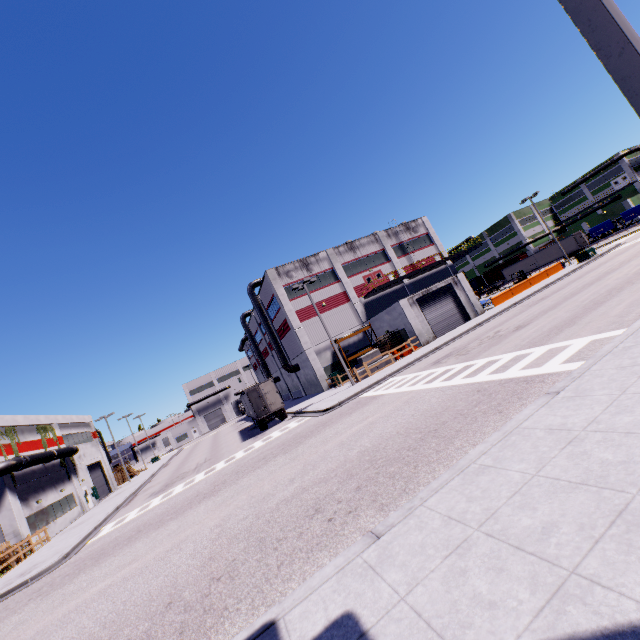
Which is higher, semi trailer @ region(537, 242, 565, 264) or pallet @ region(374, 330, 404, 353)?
semi trailer @ region(537, 242, 565, 264)

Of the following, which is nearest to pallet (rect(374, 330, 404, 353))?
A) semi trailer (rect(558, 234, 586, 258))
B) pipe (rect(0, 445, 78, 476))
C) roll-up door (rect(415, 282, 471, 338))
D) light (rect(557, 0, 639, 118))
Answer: roll-up door (rect(415, 282, 471, 338))

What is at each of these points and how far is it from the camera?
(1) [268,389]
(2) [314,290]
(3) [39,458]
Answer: (1) semi trailer door, 28.92m
(2) building, 37.38m
(3) pipe, 27.58m

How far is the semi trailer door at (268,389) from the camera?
27.99m

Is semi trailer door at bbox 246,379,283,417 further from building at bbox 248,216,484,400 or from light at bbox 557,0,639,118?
light at bbox 557,0,639,118

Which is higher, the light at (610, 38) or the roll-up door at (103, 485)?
the light at (610, 38)

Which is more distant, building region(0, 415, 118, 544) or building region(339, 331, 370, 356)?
building region(339, 331, 370, 356)

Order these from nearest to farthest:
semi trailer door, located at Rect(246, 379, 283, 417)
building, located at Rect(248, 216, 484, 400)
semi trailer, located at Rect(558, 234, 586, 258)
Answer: semi trailer door, located at Rect(246, 379, 283, 417) < building, located at Rect(248, 216, 484, 400) < semi trailer, located at Rect(558, 234, 586, 258)
